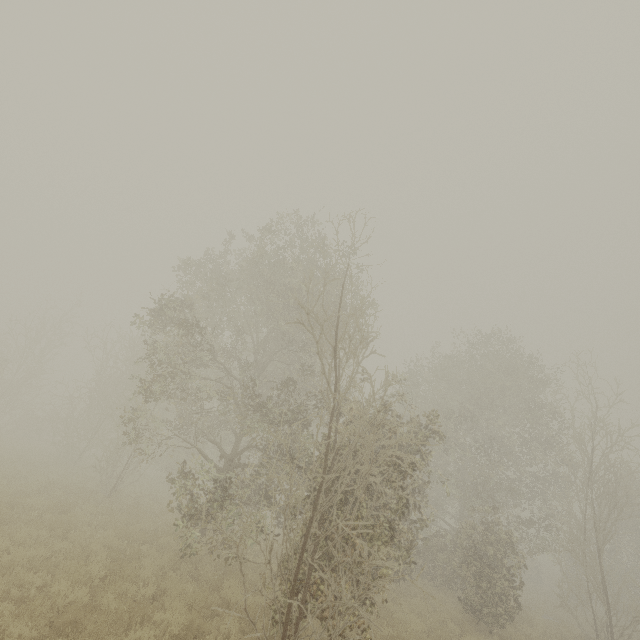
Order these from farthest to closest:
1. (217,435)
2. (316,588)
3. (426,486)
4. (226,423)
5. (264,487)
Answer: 1. (226,423)
2. (217,435)
3. (426,486)
4. (316,588)
5. (264,487)
